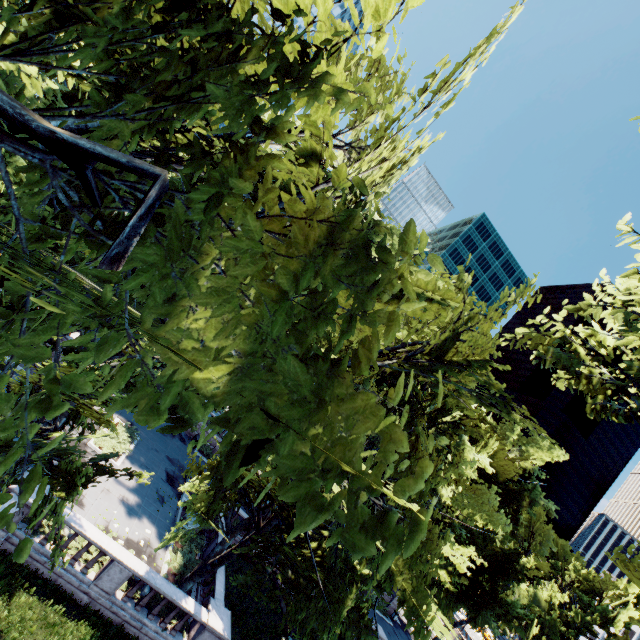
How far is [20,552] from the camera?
1.7m

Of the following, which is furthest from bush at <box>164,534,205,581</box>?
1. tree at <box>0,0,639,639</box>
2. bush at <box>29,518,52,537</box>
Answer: bush at <box>29,518,52,537</box>

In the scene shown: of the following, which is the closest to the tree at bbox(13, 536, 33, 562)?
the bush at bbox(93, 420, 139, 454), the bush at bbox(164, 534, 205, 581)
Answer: the bush at bbox(164, 534, 205, 581)

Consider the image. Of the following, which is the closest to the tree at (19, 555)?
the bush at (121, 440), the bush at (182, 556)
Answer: the bush at (182, 556)

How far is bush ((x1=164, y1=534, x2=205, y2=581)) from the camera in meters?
17.8

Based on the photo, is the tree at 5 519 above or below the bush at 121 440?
above

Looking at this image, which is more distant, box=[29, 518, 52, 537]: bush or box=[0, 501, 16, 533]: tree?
box=[29, 518, 52, 537]: bush
